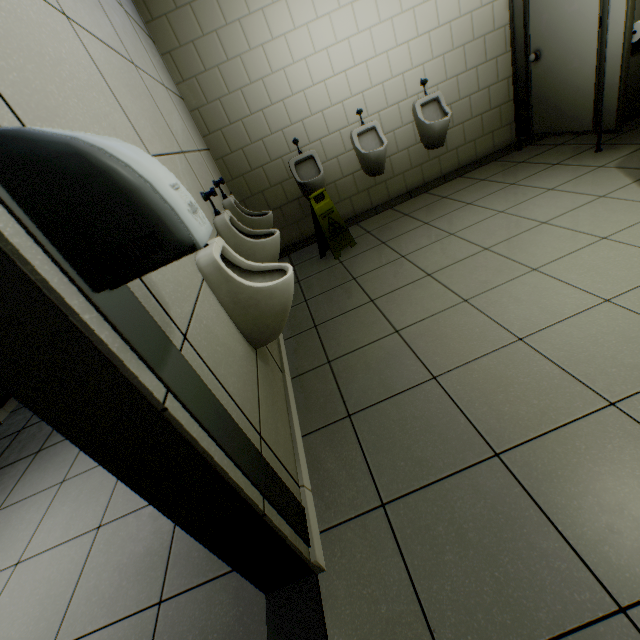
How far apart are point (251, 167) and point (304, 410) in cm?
306

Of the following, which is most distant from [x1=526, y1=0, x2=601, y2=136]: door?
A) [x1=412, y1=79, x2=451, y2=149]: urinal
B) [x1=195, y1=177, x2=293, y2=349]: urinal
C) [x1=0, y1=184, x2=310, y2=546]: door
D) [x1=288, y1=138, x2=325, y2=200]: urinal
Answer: [x1=0, y1=184, x2=310, y2=546]: door

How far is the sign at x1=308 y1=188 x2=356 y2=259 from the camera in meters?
3.4 m

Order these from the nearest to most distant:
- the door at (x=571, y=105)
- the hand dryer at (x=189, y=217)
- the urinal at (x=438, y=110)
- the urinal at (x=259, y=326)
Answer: the hand dryer at (x=189, y=217) < the urinal at (x=259, y=326) < the door at (x=571, y=105) < the urinal at (x=438, y=110)

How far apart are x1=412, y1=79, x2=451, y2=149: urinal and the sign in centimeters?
148cm

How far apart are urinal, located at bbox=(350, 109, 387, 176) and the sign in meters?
0.8 m

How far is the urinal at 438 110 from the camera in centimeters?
365cm

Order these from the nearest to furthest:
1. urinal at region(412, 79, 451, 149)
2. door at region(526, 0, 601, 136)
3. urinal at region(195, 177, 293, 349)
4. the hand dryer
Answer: the hand dryer → urinal at region(195, 177, 293, 349) → door at region(526, 0, 601, 136) → urinal at region(412, 79, 451, 149)
